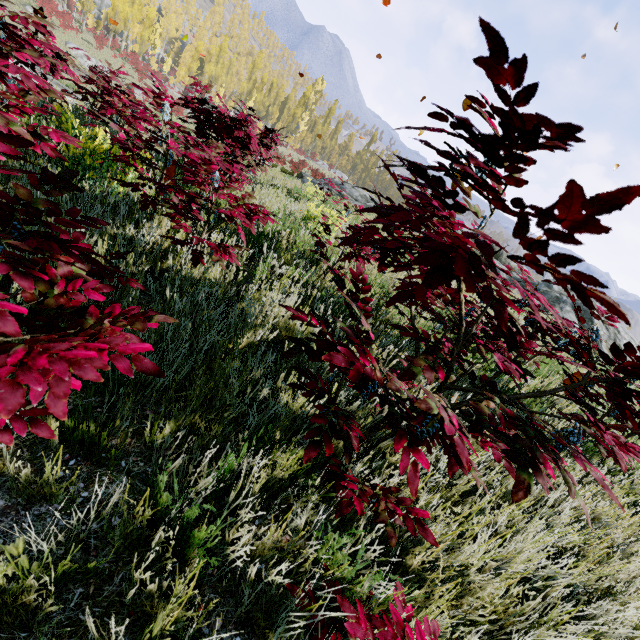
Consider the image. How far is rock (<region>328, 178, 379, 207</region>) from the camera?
17.3 meters

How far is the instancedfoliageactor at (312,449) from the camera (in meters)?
1.32

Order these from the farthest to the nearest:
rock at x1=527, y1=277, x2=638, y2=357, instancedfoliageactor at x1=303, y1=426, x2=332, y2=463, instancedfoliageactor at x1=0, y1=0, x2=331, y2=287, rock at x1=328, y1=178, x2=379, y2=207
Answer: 1. rock at x1=328, y1=178, x2=379, y2=207
2. rock at x1=527, y1=277, x2=638, y2=357
3. instancedfoliageactor at x1=0, y1=0, x2=331, y2=287
4. instancedfoliageactor at x1=303, y1=426, x2=332, y2=463

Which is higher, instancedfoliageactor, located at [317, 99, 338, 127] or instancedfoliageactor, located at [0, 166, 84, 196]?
instancedfoliageactor, located at [317, 99, 338, 127]

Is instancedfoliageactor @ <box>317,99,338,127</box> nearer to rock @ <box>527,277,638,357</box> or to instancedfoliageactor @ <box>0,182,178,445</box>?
rock @ <box>527,277,638,357</box>

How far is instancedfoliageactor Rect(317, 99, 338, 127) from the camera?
58.33m

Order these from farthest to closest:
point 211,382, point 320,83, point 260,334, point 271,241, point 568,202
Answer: point 320,83 → point 271,241 → point 260,334 → point 211,382 → point 568,202

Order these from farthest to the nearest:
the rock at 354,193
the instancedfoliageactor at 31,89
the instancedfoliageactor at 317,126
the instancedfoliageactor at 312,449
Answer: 1. the instancedfoliageactor at 317,126
2. the rock at 354,193
3. the instancedfoliageactor at 31,89
4. the instancedfoliageactor at 312,449
